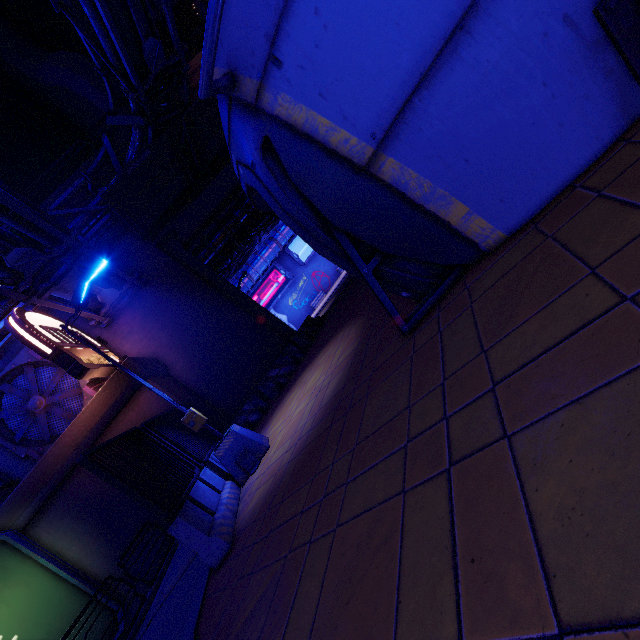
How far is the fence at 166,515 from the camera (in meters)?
5.10

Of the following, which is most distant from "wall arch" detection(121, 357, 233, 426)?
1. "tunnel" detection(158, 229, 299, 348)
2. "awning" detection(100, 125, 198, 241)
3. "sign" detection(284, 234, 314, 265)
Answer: "sign" detection(284, 234, 314, 265)

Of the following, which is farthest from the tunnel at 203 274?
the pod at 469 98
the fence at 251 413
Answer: the pod at 469 98

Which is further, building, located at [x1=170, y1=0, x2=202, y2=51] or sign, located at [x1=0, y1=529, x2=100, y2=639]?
building, located at [x1=170, y1=0, x2=202, y2=51]

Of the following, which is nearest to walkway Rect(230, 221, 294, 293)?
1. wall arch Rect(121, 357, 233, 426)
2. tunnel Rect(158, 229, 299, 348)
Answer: tunnel Rect(158, 229, 299, 348)

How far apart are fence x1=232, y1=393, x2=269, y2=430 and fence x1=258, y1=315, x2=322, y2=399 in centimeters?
25cm

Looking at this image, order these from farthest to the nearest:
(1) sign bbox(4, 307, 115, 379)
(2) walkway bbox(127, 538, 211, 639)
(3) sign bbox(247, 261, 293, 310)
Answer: (3) sign bbox(247, 261, 293, 310) < (1) sign bbox(4, 307, 115, 379) < (2) walkway bbox(127, 538, 211, 639)

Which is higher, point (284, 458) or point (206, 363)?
point (206, 363)
